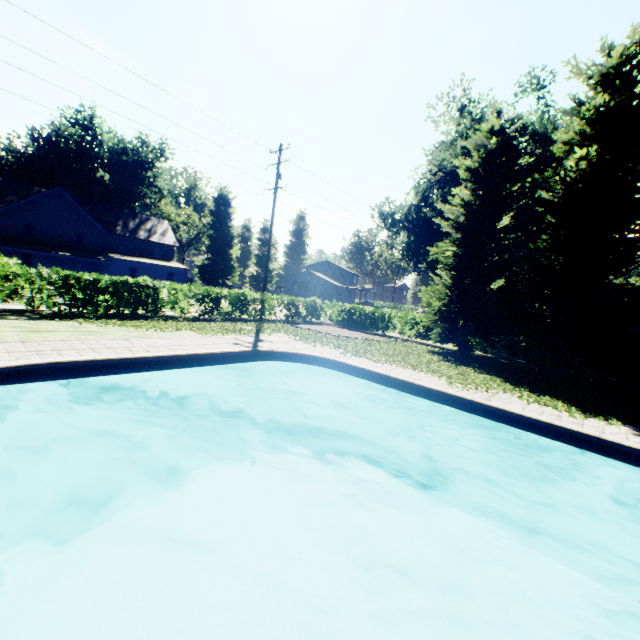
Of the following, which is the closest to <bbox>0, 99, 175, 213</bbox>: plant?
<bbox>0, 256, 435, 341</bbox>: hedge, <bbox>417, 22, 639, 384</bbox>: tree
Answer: <bbox>417, 22, 639, 384</bbox>: tree

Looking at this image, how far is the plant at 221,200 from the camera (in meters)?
45.50

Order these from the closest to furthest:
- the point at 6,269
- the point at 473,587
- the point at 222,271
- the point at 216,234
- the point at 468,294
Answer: the point at 473,587
the point at 6,269
the point at 468,294
the point at 216,234
the point at 222,271

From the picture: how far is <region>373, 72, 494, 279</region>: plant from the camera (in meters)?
27.70

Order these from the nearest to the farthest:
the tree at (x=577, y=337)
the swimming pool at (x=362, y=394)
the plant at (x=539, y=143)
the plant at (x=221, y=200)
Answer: the swimming pool at (x=362, y=394)
the tree at (x=577, y=337)
the plant at (x=539, y=143)
the plant at (x=221, y=200)

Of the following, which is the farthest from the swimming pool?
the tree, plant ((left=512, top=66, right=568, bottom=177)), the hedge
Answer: the hedge

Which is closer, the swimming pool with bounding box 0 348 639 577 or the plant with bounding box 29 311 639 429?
the swimming pool with bounding box 0 348 639 577

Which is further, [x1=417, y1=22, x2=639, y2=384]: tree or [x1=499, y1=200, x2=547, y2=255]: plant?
[x1=499, y1=200, x2=547, y2=255]: plant
